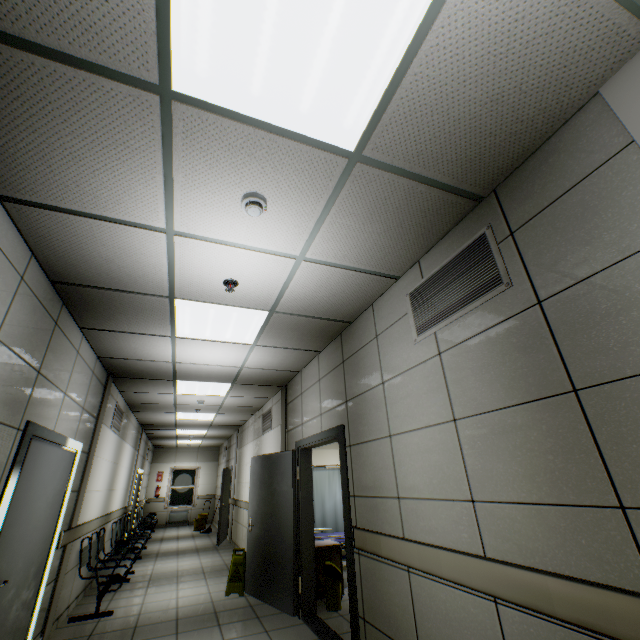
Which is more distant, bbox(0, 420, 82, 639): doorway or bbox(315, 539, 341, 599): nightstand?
bbox(315, 539, 341, 599): nightstand

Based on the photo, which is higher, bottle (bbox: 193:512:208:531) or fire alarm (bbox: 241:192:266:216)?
fire alarm (bbox: 241:192:266:216)

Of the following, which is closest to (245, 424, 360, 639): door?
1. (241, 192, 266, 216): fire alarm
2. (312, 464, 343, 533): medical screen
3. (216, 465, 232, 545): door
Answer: (312, 464, 343, 533): medical screen

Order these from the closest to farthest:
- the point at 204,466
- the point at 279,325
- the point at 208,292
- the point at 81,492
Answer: the point at 208,292 < the point at 279,325 < the point at 81,492 < the point at 204,466

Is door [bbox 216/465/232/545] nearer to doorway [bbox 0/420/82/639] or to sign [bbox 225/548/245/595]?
sign [bbox 225/548/245/595]

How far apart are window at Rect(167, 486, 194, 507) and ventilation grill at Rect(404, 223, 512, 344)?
16.2m

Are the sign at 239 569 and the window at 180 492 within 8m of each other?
no

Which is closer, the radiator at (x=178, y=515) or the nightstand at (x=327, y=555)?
the nightstand at (x=327, y=555)
